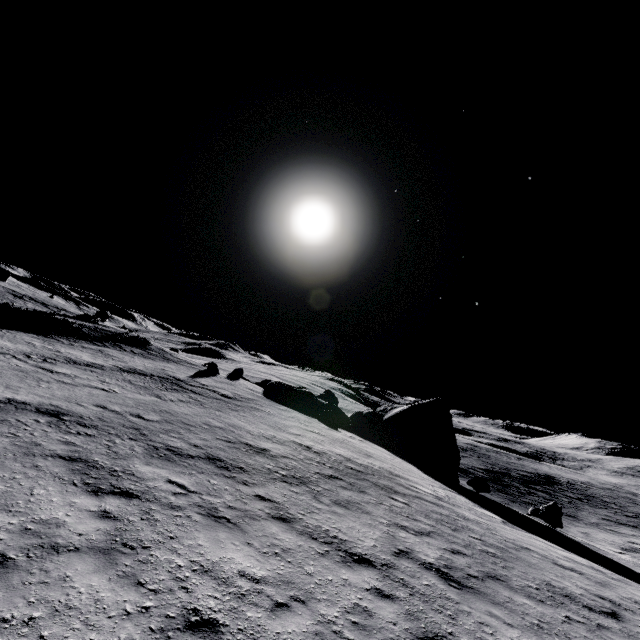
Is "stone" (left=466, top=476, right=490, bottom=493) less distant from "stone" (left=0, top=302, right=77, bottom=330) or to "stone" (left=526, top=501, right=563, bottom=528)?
"stone" (left=526, top=501, right=563, bottom=528)

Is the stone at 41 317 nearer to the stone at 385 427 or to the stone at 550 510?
the stone at 385 427

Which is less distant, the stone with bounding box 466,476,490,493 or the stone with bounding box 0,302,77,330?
the stone with bounding box 466,476,490,493

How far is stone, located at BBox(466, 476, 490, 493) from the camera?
23.0m

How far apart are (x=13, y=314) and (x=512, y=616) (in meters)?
45.15

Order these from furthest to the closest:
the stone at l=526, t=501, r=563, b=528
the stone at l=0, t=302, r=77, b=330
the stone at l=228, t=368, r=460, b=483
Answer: the stone at l=0, t=302, r=77, b=330
the stone at l=228, t=368, r=460, b=483
the stone at l=526, t=501, r=563, b=528
